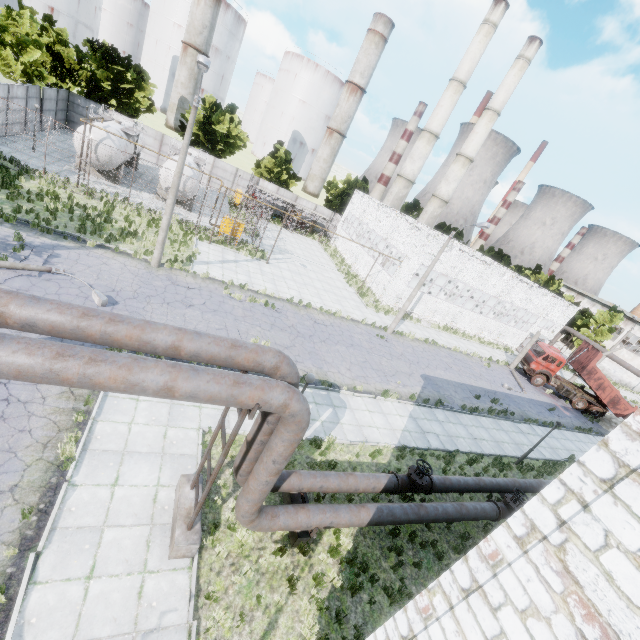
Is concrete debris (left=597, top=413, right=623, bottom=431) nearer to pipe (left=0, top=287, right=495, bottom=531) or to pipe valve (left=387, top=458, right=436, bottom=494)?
pipe (left=0, top=287, right=495, bottom=531)

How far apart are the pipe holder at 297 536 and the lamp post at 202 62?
14.4m

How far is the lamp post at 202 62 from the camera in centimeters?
1286cm

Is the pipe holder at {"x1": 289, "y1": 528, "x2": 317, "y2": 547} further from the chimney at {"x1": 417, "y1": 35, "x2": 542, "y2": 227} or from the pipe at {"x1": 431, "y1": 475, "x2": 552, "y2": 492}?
the chimney at {"x1": 417, "y1": 35, "x2": 542, "y2": 227}

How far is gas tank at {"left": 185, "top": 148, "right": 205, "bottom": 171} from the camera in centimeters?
2782cm

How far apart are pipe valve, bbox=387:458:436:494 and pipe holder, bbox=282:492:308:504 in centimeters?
299cm

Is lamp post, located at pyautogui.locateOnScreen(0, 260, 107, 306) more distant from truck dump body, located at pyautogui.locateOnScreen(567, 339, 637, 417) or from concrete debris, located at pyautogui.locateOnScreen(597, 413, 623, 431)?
concrete debris, located at pyautogui.locateOnScreen(597, 413, 623, 431)

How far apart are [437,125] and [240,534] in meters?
49.2 m
